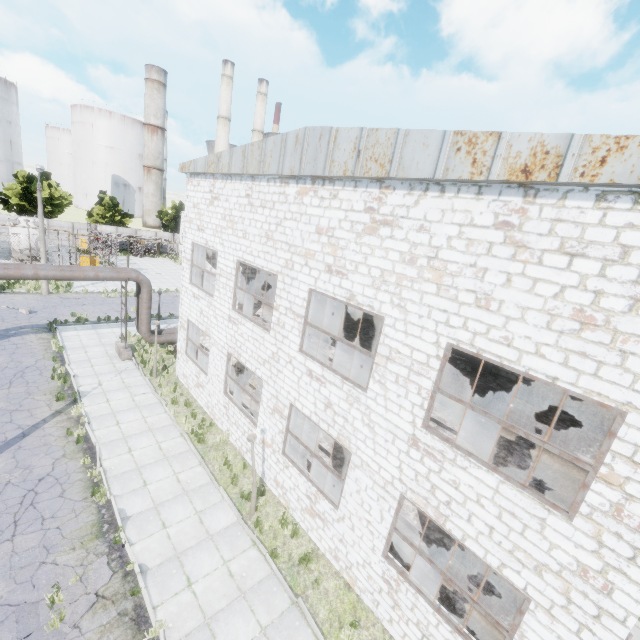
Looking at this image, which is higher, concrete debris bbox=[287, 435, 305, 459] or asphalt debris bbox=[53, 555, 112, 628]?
concrete debris bbox=[287, 435, 305, 459]

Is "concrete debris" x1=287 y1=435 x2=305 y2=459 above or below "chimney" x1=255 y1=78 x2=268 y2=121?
below

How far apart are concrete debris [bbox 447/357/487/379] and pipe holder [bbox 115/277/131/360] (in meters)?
16.95

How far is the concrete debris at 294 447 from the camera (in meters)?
13.48

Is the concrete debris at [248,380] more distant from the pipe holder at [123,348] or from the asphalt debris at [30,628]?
the asphalt debris at [30,628]

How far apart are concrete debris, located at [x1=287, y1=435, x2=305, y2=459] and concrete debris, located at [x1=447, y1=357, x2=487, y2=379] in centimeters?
680cm

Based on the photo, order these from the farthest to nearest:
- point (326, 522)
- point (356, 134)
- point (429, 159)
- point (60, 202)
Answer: point (60, 202) → point (326, 522) → point (356, 134) → point (429, 159)

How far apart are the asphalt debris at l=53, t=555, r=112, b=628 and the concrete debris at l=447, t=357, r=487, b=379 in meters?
13.4
